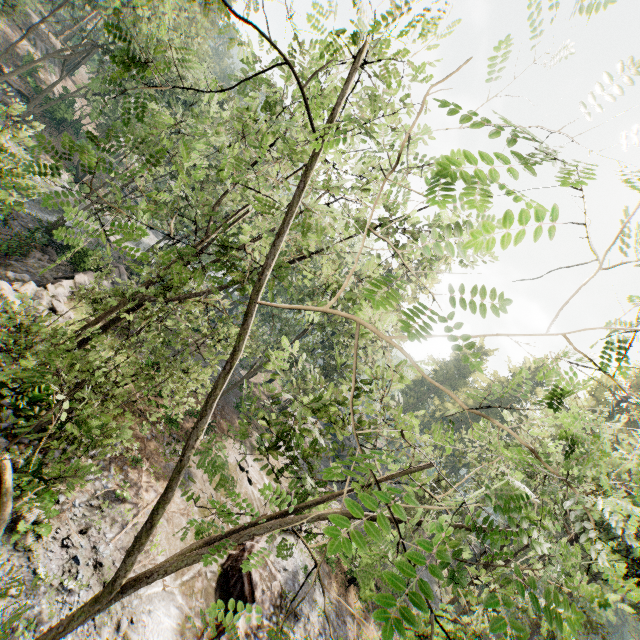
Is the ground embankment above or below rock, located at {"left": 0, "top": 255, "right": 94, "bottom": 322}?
above

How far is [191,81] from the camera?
34.5m

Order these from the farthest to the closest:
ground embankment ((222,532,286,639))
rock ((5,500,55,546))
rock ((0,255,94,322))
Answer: rock ((0,255,94,322)), ground embankment ((222,532,286,639)), rock ((5,500,55,546))

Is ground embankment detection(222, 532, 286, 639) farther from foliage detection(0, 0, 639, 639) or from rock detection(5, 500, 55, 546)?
rock detection(5, 500, 55, 546)

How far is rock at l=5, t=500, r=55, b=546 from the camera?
10.2 meters

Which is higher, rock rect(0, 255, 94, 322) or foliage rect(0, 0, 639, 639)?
foliage rect(0, 0, 639, 639)

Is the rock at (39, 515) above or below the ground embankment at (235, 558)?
below

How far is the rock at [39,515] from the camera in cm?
1021
